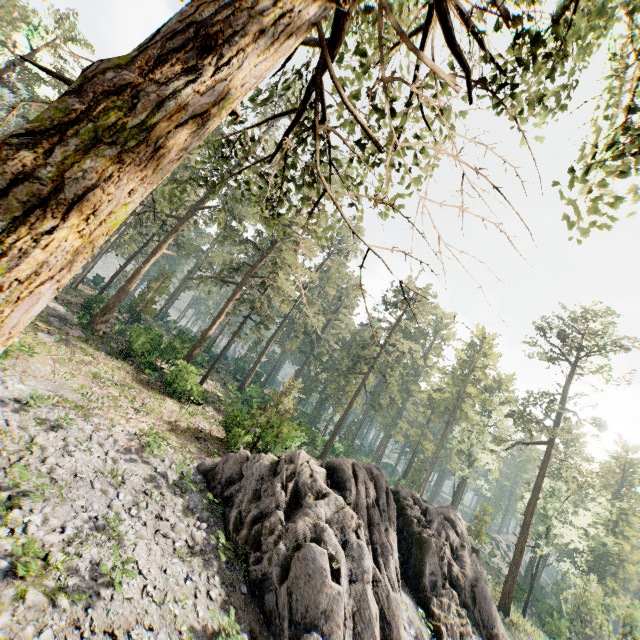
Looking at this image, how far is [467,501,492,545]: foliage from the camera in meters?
43.6 m

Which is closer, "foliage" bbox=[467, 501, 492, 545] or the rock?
the rock

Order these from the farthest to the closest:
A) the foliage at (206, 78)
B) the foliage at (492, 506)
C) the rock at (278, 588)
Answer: the foliage at (492, 506) → the rock at (278, 588) → the foliage at (206, 78)

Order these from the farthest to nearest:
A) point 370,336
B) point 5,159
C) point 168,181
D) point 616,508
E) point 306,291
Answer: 1. point 616,508
2. point 370,336
3. point 306,291
4. point 168,181
5. point 5,159

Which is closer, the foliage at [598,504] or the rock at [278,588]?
the rock at [278,588]

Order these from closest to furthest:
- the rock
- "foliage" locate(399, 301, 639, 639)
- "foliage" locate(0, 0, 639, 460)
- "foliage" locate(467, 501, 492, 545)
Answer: "foliage" locate(0, 0, 639, 460)
the rock
"foliage" locate(399, 301, 639, 639)
"foliage" locate(467, 501, 492, 545)
